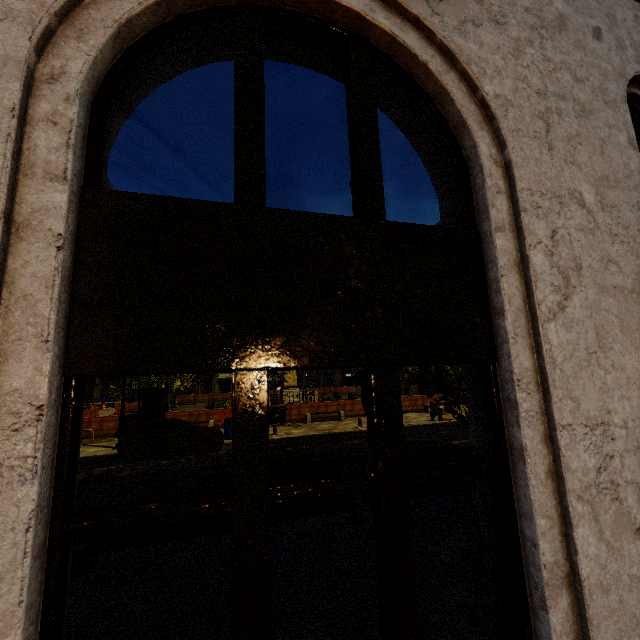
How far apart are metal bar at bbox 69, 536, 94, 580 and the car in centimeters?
816cm

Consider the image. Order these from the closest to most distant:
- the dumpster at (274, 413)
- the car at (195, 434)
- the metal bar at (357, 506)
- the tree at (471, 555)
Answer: the tree at (471, 555) → the metal bar at (357, 506) → the car at (195, 434) → the dumpster at (274, 413)

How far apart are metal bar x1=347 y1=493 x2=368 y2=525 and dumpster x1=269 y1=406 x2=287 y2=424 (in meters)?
14.52

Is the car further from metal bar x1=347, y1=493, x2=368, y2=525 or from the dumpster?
metal bar x1=347, y1=493, x2=368, y2=525

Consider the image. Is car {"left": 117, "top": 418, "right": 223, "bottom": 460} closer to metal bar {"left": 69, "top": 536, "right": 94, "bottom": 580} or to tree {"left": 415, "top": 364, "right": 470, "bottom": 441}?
tree {"left": 415, "top": 364, "right": 470, "bottom": 441}

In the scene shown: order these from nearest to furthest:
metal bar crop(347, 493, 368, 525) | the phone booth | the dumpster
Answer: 1. metal bar crop(347, 493, 368, 525)
2. the phone booth
3. the dumpster

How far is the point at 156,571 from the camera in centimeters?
521cm

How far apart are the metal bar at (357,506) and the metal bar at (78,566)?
4.54m
